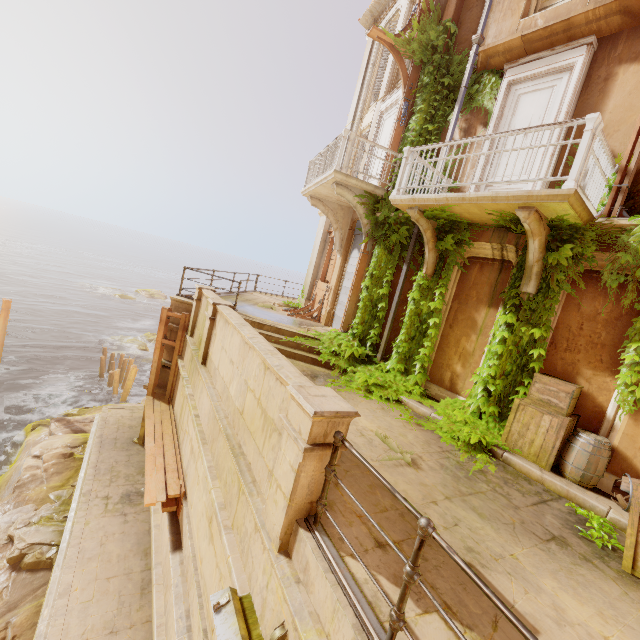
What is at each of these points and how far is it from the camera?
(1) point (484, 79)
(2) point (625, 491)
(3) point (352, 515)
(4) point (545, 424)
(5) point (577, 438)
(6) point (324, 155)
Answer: (1) plant, 8.0m
(2) barrel, 4.7m
(3) building, 3.5m
(4) crate, 5.6m
(5) barrel, 5.3m
(6) railing, 10.3m

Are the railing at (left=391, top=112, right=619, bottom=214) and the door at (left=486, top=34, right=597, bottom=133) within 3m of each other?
yes

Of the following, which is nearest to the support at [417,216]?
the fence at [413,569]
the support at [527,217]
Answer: the support at [527,217]

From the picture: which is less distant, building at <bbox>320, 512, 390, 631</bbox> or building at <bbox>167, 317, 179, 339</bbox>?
building at <bbox>320, 512, 390, 631</bbox>

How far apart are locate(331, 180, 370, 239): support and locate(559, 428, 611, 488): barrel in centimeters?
659cm

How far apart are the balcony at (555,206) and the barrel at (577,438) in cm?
355

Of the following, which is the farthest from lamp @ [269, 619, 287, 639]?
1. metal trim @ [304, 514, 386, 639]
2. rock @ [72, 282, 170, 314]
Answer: rock @ [72, 282, 170, 314]

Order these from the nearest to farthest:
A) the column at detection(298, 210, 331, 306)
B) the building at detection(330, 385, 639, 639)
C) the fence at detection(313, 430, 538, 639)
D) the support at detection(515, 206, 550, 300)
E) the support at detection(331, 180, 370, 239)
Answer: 1. the fence at detection(313, 430, 538, 639)
2. the building at detection(330, 385, 639, 639)
3. the support at detection(515, 206, 550, 300)
4. the support at detection(331, 180, 370, 239)
5. the column at detection(298, 210, 331, 306)
